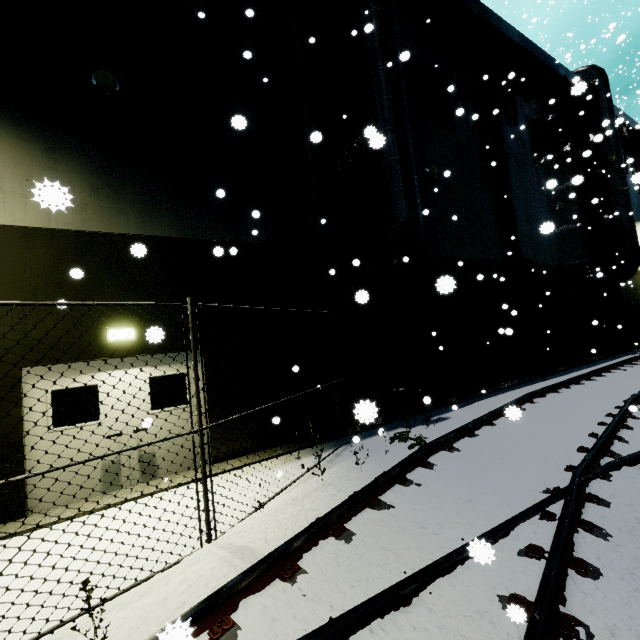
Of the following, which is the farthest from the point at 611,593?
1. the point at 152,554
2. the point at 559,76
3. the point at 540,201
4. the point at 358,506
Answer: the point at 559,76

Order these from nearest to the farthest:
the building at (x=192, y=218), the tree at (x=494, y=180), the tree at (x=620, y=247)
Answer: the building at (x=192, y=218) → the tree at (x=494, y=180) → the tree at (x=620, y=247)

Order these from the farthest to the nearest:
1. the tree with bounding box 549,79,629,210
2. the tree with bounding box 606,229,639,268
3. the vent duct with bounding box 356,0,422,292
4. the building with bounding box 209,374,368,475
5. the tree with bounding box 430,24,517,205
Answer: the tree with bounding box 549,79,629,210
the tree with bounding box 606,229,639,268
the tree with bounding box 430,24,517,205
the vent duct with bounding box 356,0,422,292
the building with bounding box 209,374,368,475

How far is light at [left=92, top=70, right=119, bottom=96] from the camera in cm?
647

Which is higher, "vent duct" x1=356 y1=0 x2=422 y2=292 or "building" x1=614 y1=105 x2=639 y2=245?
"building" x1=614 y1=105 x2=639 y2=245

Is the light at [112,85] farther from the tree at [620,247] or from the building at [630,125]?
the tree at [620,247]

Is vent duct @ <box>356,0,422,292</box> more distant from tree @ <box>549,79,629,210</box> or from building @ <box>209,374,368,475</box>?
tree @ <box>549,79,629,210</box>

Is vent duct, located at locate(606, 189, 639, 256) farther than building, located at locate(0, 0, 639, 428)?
Yes
